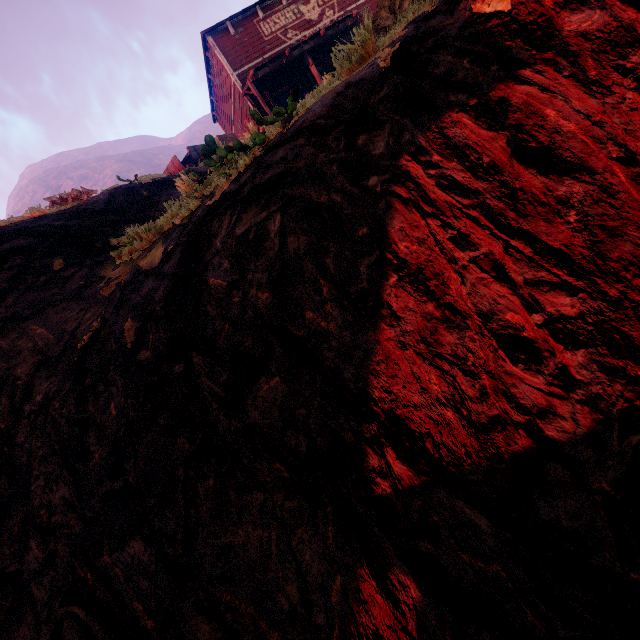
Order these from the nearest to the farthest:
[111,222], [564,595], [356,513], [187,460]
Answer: [564,595] → [356,513] → [187,460] → [111,222]

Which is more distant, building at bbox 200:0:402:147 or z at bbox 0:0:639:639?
building at bbox 200:0:402:147

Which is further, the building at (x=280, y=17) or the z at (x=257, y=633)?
the building at (x=280, y=17)

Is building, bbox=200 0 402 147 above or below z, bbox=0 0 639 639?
above

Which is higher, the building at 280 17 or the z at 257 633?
the building at 280 17
